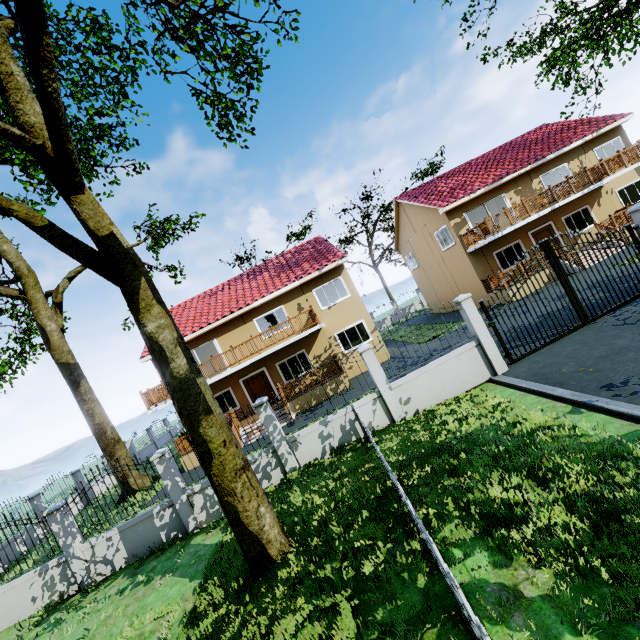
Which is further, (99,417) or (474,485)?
(99,417)

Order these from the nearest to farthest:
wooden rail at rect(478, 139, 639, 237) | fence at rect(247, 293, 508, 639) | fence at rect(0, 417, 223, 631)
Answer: fence at rect(247, 293, 508, 639) < fence at rect(0, 417, 223, 631) < wooden rail at rect(478, 139, 639, 237)

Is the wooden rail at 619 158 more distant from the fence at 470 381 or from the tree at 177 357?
the tree at 177 357

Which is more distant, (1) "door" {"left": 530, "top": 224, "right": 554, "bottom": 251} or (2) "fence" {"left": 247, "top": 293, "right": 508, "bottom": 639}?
(1) "door" {"left": 530, "top": 224, "right": 554, "bottom": 251}

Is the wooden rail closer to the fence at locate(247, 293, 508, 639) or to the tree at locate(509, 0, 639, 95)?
the fence at locate(247, 293, 508, 639)

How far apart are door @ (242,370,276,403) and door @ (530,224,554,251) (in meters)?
18.61

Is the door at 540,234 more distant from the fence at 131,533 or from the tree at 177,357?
the tree at 177,357

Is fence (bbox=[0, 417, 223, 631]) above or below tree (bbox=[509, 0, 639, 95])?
below
